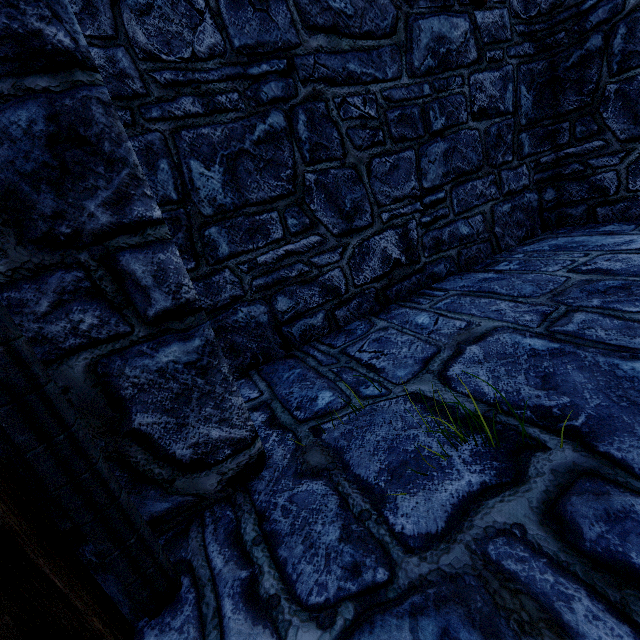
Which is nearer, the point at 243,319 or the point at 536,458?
the point at 536,458
